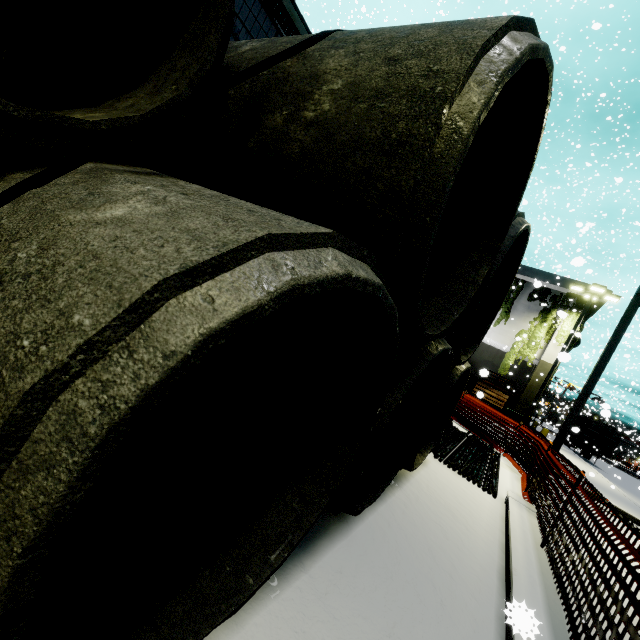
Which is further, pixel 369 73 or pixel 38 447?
pixel 369 73

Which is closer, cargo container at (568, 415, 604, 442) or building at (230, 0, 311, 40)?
building at (230, 0, 311, 40)

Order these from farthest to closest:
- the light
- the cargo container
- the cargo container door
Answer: the cargo container door, the light, the cargo container

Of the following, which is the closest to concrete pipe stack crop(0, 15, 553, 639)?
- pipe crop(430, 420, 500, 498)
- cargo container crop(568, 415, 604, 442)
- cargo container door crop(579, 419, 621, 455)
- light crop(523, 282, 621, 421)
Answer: pipe crop(430, 420, 500, 498)

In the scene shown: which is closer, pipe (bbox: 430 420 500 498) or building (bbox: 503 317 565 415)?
pipe (bbox: 430 420 500 498)

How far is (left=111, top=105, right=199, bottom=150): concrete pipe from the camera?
1.9 meters

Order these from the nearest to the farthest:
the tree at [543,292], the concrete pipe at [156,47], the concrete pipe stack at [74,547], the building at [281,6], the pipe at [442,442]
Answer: the concrete pipe stack at [74,547] < the concrete pipe at [156,47] < the pipe at [442,442] < the building at [281,6] < the tree at [543,292]

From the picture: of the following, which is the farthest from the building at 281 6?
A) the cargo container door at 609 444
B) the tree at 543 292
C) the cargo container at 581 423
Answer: the cargo container door at 609 444
